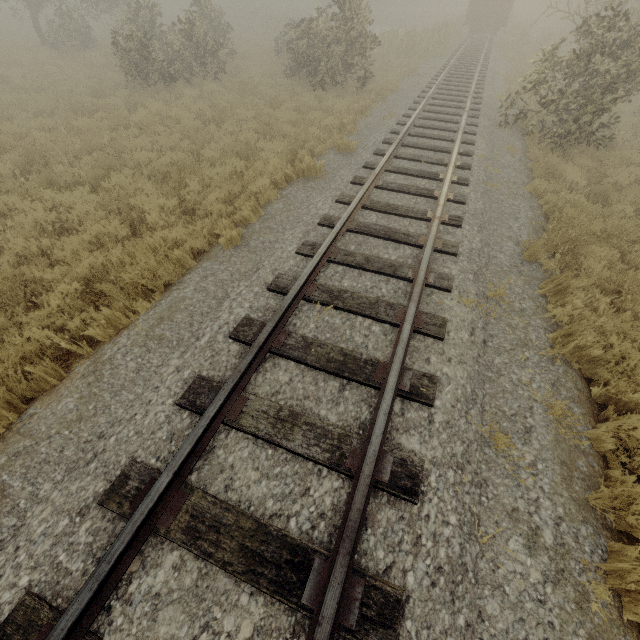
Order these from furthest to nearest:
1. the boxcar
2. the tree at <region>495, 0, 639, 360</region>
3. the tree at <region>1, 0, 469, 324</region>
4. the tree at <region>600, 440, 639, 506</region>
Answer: the boxcar, the tree at <region>1, 0, 469, 324</region>, the tree at <region>495, 0, 639, 360</region>, the tree at <region>600, 440, 639, 506</region>

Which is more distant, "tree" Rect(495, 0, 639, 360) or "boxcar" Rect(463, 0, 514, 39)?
"boxcar" Rect(463, 0, 514, 39)

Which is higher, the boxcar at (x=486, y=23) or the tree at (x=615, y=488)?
the boxcar at (x=486, y=23)

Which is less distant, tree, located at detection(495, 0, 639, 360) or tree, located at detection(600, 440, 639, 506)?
tree, located at detection(600, 440, 639, 506)

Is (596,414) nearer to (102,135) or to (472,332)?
(472,332)

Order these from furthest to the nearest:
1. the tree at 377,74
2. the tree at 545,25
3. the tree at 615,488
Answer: the tree at 377,74 < the tree at 545,25 < the tree at 615,488
